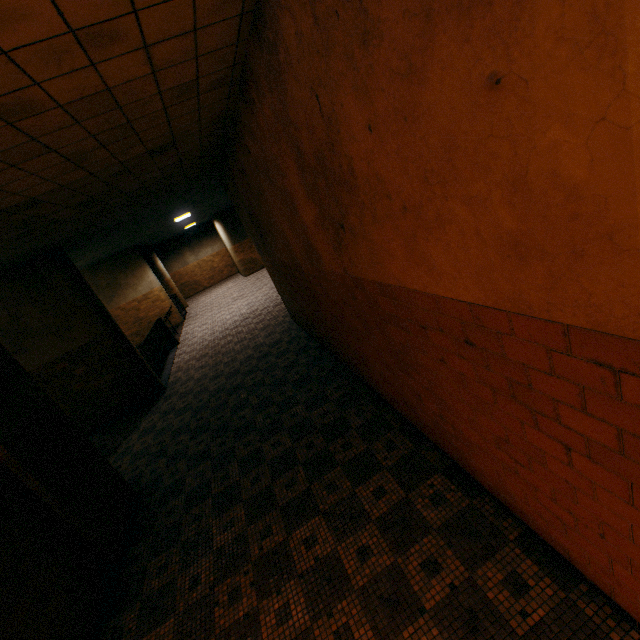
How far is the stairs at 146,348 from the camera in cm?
1021

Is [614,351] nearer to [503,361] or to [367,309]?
[503,361]

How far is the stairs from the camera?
10.2 meters
